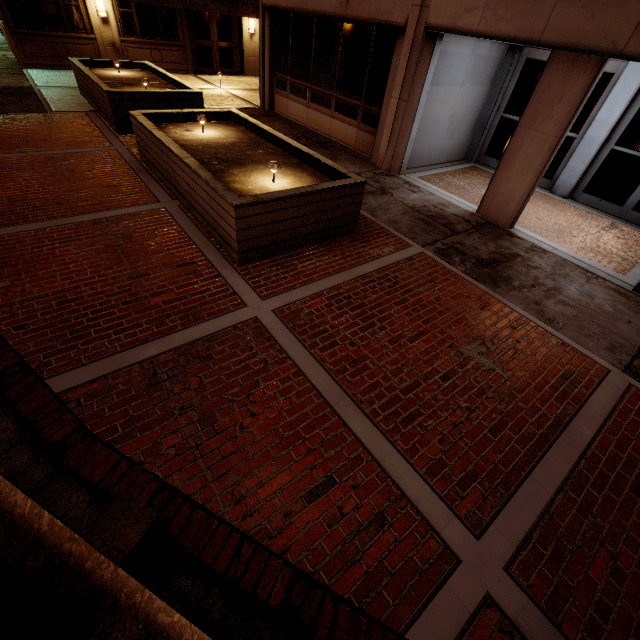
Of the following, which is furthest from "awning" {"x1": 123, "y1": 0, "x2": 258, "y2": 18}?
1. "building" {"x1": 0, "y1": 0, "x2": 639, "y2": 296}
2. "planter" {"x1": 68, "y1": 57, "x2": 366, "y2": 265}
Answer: "planter" {"x1": 68, "y1": 57, "x2": 366, "y2": 265}

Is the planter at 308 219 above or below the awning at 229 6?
below

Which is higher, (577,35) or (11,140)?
(577,35)

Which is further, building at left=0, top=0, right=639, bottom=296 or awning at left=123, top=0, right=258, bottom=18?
awning at left=123, top=0, right=258, bottom=18

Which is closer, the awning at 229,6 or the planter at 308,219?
the planter at 308,219

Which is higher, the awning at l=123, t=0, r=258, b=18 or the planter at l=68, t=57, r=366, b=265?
the awning at l=123, t=0, r=258, b=18

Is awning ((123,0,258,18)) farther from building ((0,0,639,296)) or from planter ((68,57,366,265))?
planter ((68,57,366,265))
